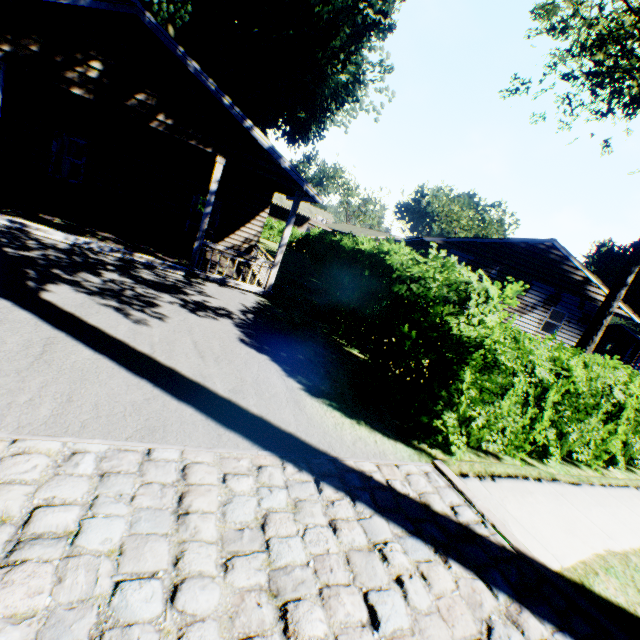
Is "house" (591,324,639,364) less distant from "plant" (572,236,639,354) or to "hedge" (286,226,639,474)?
"hedge" (286,226,639,474)

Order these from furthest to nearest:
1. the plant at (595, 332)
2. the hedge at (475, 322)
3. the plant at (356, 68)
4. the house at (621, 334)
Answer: the house at (621, 334)
the plant at (356, 68)
the plant at (595, 332)
the hedge at (475, 322)

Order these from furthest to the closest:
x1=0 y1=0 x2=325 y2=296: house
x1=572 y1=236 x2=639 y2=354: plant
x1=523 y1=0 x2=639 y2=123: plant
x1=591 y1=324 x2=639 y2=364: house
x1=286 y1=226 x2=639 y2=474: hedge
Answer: x1=591 y1=324 x2=639 y2=364: house, x1=572 y1=236 x2=639 y2=354: plant, x1=523 y1=0 x2=639 y2=123: plant, x1=0 y1=0 x2=325 y2=296: house, x1=286 y1=226 x2=639 y2=474: hedge

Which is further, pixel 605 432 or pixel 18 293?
pixel 605 432

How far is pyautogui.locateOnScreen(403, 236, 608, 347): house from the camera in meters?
17.5 m

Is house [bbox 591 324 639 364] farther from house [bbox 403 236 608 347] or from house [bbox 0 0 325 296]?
house [bbox 0 0 325 296]

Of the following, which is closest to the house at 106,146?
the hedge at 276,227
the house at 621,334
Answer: the hedge at 276,227

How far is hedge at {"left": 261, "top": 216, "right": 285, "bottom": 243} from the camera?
35.1m
